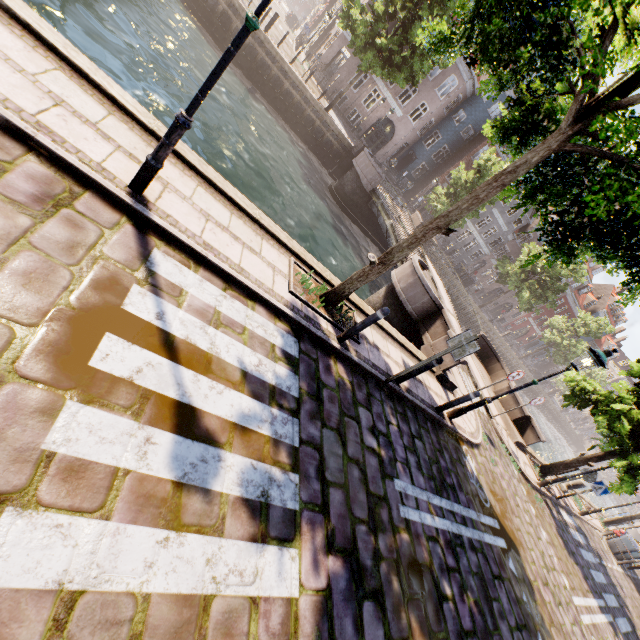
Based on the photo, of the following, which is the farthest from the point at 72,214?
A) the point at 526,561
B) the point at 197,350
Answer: the point at 526,561

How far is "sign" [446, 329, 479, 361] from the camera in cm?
571

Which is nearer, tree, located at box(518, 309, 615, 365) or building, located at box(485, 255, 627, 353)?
tree, located at box(518, 309, 615, 365)

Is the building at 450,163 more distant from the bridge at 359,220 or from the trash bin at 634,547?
the trash bin at 634,547

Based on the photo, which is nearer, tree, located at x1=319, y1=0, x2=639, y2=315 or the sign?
tree, located at x1=319, y1=0, x2=639, y2=315

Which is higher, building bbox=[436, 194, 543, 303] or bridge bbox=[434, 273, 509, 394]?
building bbox=[436, 194, 543, 303]

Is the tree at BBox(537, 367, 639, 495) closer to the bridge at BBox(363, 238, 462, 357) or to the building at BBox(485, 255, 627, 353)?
the bridge at BBox(363, 238, 462, 357)

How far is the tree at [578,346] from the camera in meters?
40.0
